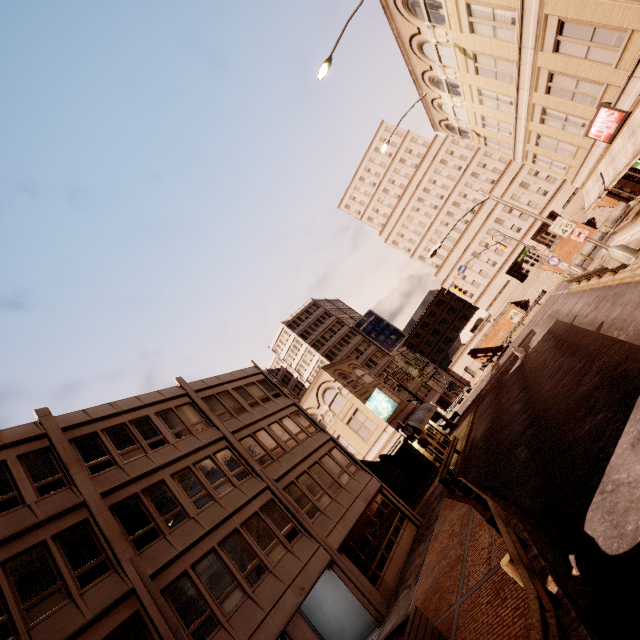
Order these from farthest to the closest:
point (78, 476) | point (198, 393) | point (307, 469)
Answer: point (198, 393)
point (307, 469)
point (78, 476)

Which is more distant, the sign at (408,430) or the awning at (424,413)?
the awning at (424,413)

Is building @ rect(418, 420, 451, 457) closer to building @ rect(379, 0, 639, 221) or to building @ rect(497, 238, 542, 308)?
building @ rect(379, 0, 639, 221)

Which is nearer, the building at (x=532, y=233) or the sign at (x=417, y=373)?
the sign at (x=417, y=373)

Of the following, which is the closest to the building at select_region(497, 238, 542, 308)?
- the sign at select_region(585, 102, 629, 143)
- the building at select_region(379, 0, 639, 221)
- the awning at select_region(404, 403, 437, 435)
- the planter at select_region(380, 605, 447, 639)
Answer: the building at select_region(379, 0, 639, 221)

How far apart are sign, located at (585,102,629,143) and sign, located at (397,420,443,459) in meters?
21.3 m

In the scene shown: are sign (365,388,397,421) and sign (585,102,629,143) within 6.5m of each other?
no
